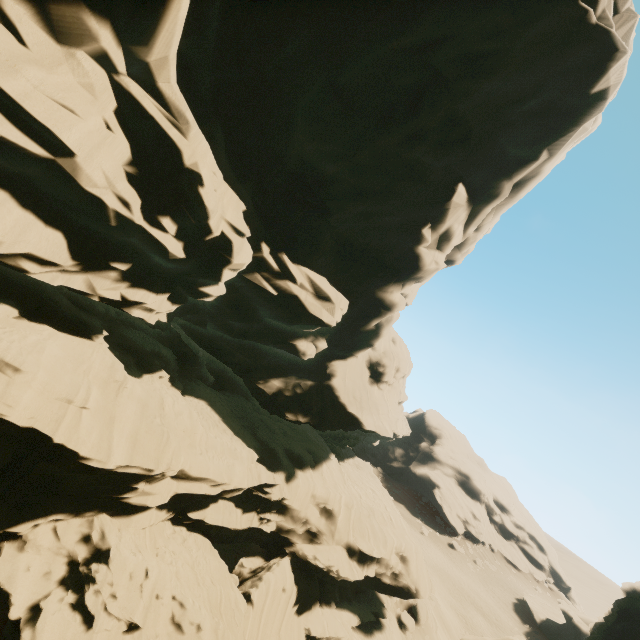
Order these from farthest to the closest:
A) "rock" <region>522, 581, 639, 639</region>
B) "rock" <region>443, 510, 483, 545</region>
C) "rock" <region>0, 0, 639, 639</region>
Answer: "rock" <region>443, 510, 483, 545</region>, "rock" <region>522, 581, 639, 639</region>, "rock" <region>0, 0, 639, 639</region>

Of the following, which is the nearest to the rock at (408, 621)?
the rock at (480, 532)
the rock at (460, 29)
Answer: the rock at (460, 29)

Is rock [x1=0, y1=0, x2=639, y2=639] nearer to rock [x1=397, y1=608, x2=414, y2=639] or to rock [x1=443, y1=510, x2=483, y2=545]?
rock [x1=397, y1=608, x2=414, y2=639]

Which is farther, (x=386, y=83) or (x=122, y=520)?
(x=386, y=83)

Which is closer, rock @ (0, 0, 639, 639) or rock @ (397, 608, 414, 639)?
Answer: rock @ (0, 0, 639, 639)

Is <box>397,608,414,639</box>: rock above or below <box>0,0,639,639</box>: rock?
below
